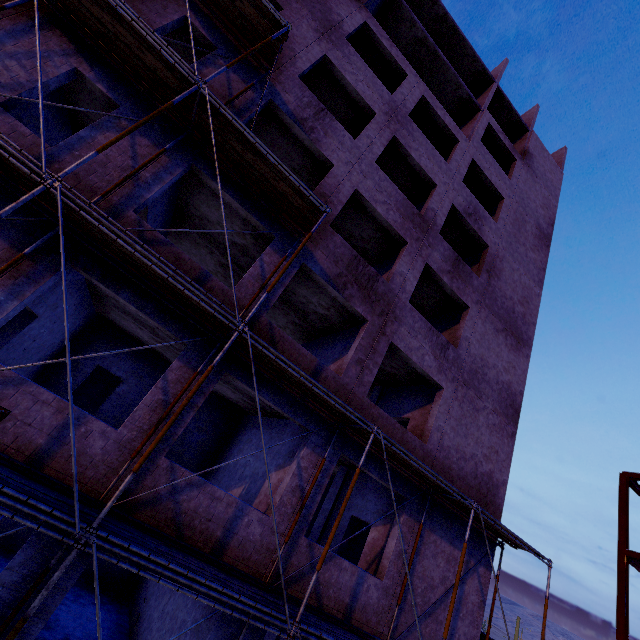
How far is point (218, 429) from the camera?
A: 15.0 meters

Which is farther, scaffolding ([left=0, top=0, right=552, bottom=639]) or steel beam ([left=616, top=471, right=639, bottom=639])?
steel beam ([left=616, top=471, right=639, bottom=639])

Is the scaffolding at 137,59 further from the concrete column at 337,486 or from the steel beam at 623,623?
the steel beam at 623,623

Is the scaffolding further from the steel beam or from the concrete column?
the steel beam

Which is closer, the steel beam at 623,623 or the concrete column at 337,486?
the concrete column at 337,486

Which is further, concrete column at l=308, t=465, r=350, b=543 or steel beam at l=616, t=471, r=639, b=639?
steel beam at l=616, t=471, r=639, b=639

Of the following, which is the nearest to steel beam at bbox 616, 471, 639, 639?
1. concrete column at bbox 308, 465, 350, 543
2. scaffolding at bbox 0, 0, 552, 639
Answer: scaffolding at bbox 0, 0, 552, 639
